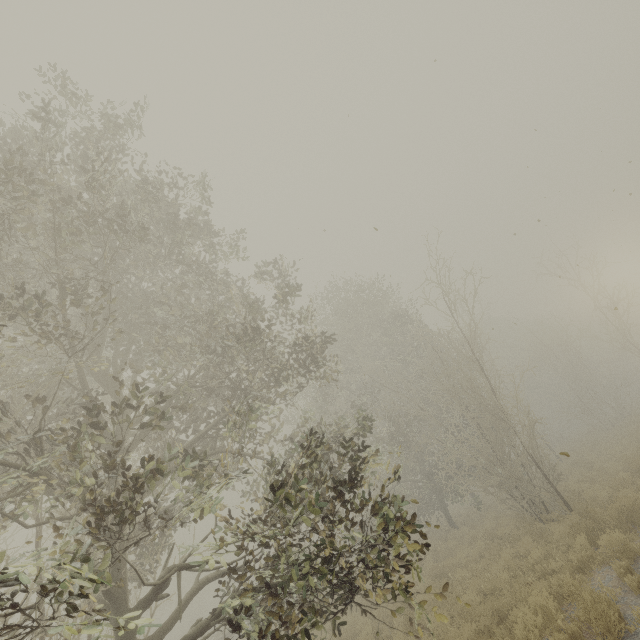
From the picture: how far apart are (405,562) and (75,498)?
7.1m
